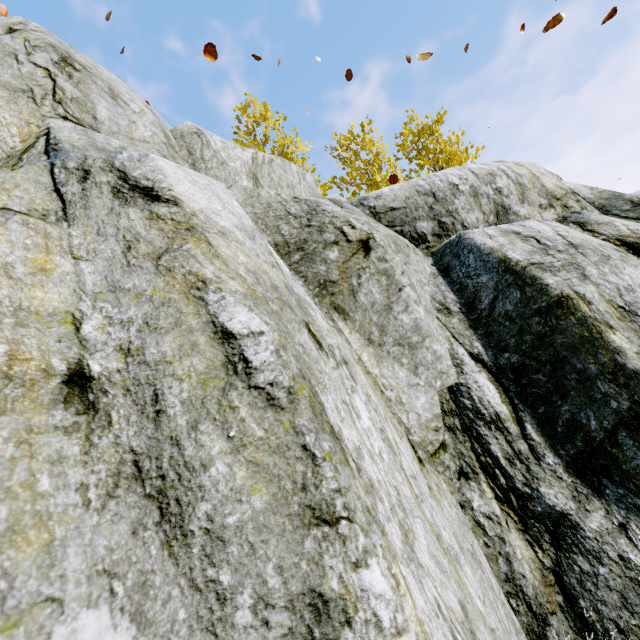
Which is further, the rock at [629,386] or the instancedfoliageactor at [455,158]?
the instancedfoliageactor at [455,158]

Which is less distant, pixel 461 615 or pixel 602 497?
pixel 461 615

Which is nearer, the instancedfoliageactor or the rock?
the rock

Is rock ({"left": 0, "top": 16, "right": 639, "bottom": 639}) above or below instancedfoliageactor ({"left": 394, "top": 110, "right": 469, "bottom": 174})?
below

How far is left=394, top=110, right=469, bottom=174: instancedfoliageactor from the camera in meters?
11.5 m

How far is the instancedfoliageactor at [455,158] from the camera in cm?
1148
